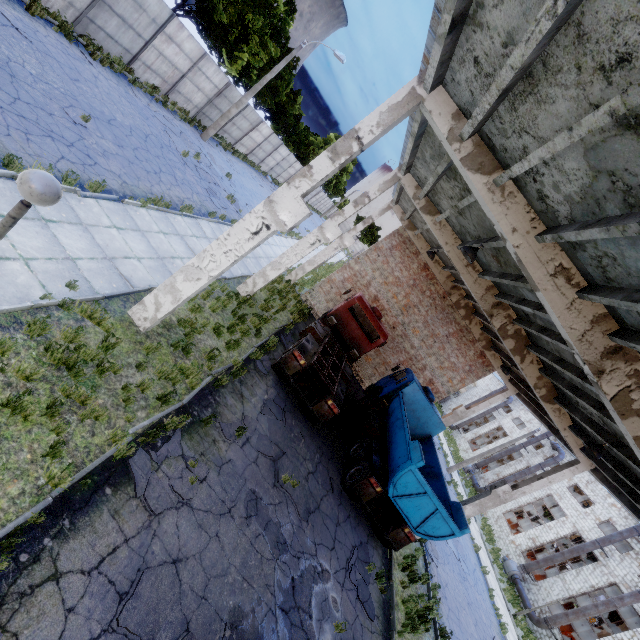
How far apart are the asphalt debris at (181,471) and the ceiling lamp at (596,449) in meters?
10.4

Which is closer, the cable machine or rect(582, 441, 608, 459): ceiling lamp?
rect(582, 441, 608, 459): ceiling lamp

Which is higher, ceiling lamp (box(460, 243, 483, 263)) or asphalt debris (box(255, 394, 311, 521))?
ceiling lamp (box(460, 243, 483, 263))

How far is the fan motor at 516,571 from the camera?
26.27m

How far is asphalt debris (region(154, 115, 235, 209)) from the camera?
16.8m

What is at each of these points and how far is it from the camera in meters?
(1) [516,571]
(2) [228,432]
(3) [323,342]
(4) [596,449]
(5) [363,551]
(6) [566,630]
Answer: (1) fan motor, 26.3
(2) asphalt debris, 8.1
(3) truck, 13.9
(4) ceiling lamp, 9.1
(5) asphalt debris, 10.4
(6) cable machine, 24.5

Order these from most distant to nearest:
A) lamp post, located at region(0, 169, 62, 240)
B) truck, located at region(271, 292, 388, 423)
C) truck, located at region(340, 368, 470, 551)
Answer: truck, located at region(271, 292, 388, 423)
truck, located at region(340, 368, 470, 551)
lamp post, located at region(0, 169, 62, 240)

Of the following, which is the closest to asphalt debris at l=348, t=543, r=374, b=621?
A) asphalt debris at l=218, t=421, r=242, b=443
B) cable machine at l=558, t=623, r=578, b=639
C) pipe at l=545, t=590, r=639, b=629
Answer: asphalt debris at l=218, t=421, r=242, b=443
